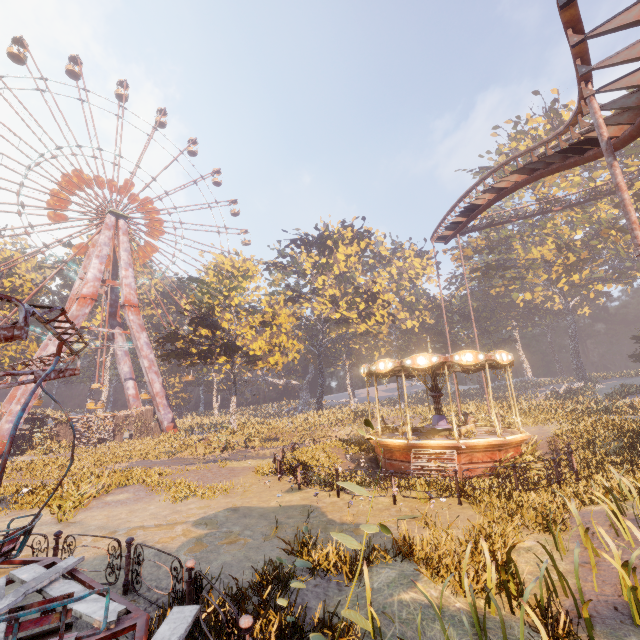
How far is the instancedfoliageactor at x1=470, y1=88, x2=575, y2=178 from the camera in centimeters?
4393cm

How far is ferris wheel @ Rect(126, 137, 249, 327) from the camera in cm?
4253

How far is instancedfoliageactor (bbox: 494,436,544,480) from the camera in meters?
13.2 m

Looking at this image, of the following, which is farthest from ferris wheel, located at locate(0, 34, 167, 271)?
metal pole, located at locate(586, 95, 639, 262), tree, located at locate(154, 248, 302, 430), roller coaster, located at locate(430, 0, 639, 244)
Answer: metal pole, located at locate(586, 95, 639, 262)

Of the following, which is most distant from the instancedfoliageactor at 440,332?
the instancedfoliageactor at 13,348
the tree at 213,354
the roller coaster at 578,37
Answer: the instancedfoliageactor at 13,348

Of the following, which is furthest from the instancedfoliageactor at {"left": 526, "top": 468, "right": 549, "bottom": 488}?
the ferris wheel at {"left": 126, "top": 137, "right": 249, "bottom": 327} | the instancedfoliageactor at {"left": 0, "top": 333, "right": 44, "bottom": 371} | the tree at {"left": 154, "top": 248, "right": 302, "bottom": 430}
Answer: the ferris wheel at {"left": 126, "top": 137, "right": 249, "bottom": 327}

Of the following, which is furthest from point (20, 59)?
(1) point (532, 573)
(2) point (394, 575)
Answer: (1) point (532, 573)

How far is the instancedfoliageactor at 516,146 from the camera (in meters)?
43.93
